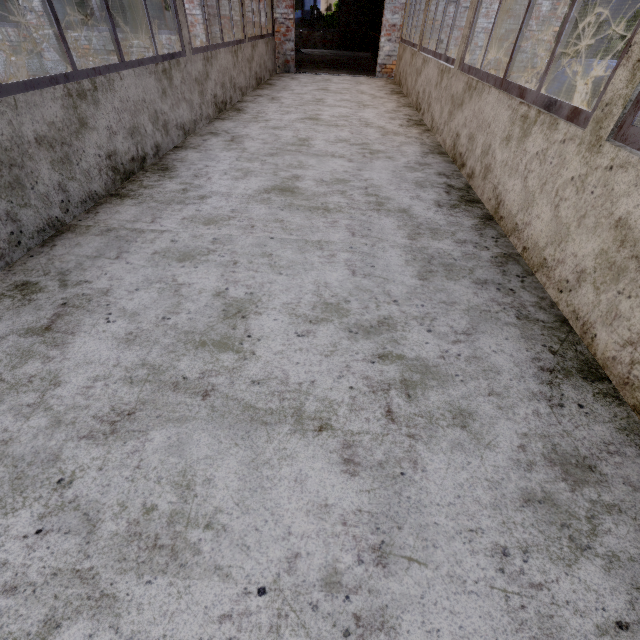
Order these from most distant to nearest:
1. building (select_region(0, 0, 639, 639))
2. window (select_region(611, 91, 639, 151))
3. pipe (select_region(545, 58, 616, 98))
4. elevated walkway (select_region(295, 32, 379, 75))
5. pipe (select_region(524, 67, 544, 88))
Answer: elevated walkway (select_region(295, 32, 379, 75)), pipe (select_region(524, 67, 544, 88)), pipe (select_region(545, 58, 616, 98)), window (select_region(611, 91, 639, 151)), building (select_region(0, 0, 639, 639))

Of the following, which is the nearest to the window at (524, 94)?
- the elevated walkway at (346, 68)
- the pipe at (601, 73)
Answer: the pipe at (601, 73)

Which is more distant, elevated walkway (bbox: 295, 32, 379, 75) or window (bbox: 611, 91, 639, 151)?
elevated walkway (bbox: 295, 32, 379, 75)

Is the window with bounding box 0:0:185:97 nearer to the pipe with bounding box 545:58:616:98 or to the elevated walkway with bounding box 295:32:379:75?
the pipe with bounding box 545:58:616:98

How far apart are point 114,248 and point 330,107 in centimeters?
541cm

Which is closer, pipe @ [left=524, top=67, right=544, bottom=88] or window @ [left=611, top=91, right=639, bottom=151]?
window @ [left=611, top=91, right=639, bottom=151]

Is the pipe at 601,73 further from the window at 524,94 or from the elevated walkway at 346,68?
the window at 524,94
